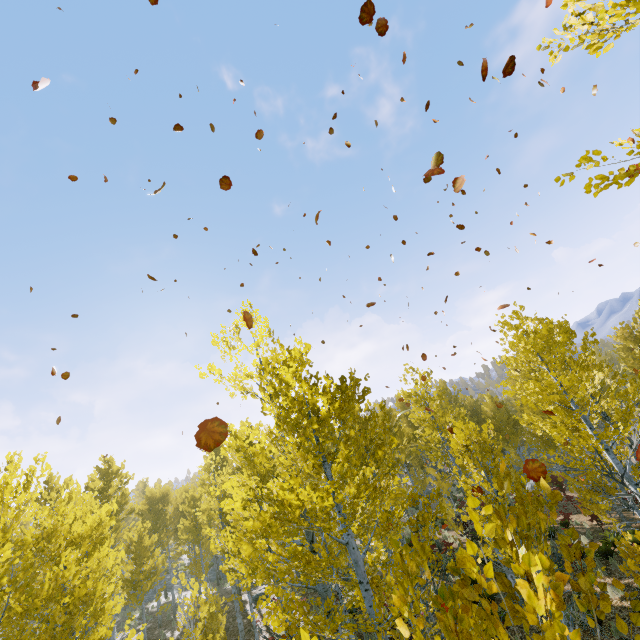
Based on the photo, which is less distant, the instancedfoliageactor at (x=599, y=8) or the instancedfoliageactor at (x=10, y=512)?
the instancedfoliageactor at (x=10, y=512)

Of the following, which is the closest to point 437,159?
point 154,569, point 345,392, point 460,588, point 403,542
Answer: point 345,392

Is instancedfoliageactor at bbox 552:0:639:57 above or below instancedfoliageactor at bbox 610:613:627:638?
above

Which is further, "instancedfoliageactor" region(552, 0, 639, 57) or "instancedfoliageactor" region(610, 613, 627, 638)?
"instancedfoliageactor" region(552, 0, 639, 57)
